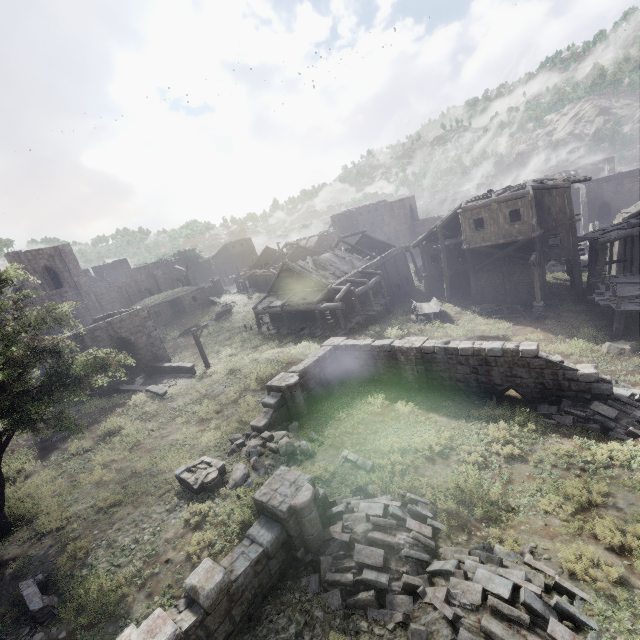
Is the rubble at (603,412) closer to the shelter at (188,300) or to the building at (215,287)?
the building at (215,287)

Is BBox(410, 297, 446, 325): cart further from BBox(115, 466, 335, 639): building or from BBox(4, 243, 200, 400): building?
BBox(115, 466, 335, 639): building

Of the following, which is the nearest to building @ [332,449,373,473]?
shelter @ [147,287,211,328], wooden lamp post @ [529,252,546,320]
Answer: wooden lamp post @ [529,252,546,320]

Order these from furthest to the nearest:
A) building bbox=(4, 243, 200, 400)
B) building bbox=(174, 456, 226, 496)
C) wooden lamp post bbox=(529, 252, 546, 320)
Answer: building bbox=(4, 243, 200, 400) → wooden lamp post bbox=(529, 252, 546, 320) → building bbox=(174, 456, 226, 496)

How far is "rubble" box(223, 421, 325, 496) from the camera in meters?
12.0 m

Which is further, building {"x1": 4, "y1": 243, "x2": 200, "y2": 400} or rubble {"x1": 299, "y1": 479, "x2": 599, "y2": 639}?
building {"x1": 4, "y1": 243, "x2": 200, "y2": 400}

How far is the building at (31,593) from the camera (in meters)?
8.20

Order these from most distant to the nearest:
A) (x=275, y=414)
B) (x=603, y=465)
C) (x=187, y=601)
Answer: (x=275, y=414), (x=603, y=465), (x=187, y=601)
